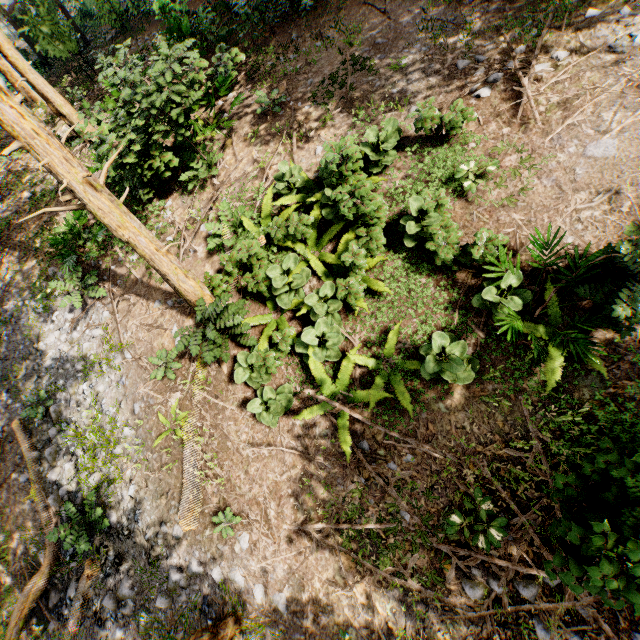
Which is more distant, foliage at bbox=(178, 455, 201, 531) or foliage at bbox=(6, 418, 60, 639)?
foliage at bbox=(6, 418, 60, 639)

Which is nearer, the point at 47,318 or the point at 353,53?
the point at 353,53

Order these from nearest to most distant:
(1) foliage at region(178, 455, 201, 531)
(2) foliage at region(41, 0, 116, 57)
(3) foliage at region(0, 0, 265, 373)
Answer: (3) foliage at region(0, 0, 265, 373)
(1) foliage at region(178, 455, 201, 531)
(2) foliage at region(41, 0, 116, 57)

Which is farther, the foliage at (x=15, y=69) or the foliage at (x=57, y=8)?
the foliage at (x=57, y=8)

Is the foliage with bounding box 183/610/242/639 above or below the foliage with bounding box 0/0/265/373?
below
